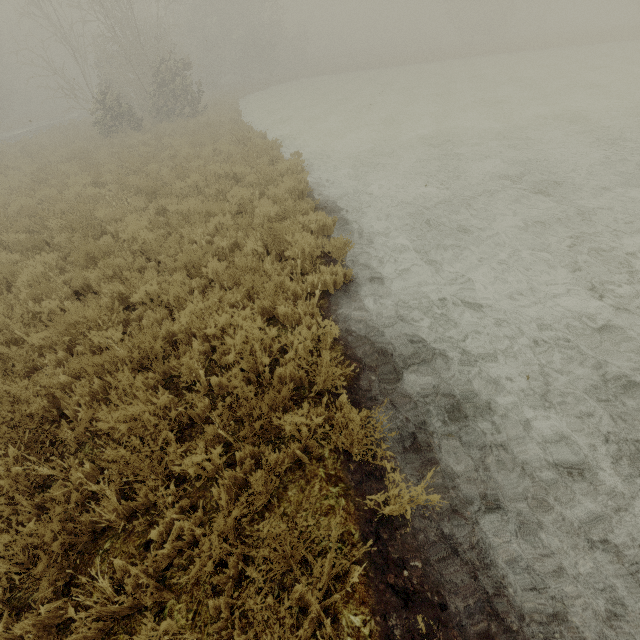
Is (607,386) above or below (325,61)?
below
